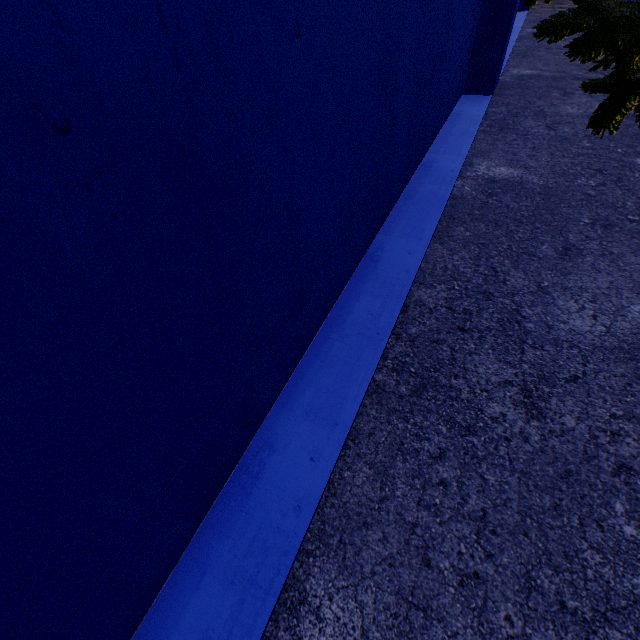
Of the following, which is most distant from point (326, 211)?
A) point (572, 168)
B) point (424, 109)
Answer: point (572, 168)
